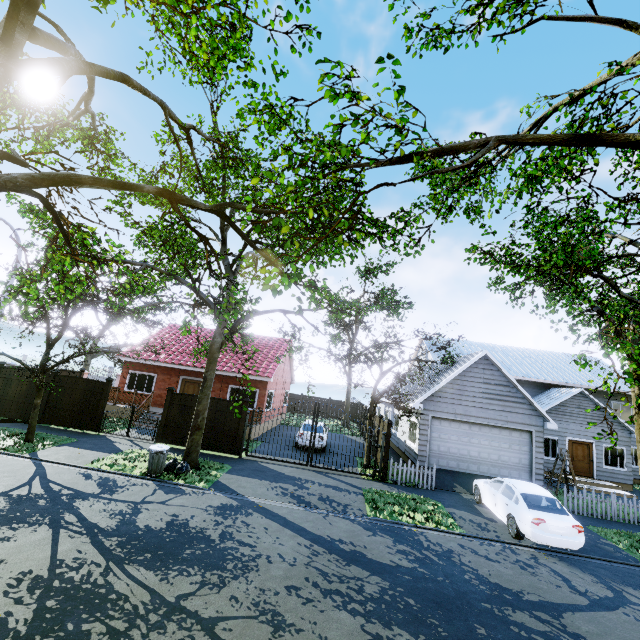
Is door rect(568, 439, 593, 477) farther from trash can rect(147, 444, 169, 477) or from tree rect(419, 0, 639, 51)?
trash can rect(147, 444, 169, 477)

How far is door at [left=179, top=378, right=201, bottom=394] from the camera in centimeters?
2111cm

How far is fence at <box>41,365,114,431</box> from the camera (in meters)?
15.50

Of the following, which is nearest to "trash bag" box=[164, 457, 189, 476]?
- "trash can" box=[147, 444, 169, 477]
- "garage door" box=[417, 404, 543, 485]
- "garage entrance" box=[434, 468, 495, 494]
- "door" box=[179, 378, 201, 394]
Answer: "trash can" box=[147, 444, 169, 477]

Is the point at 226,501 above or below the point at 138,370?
below

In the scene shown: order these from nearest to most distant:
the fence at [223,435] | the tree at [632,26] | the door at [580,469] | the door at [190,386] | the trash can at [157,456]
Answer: the tree at [632,26], the trash can at [157,456], the fence at [223,435], the door at [580,469], the door at [190,386]

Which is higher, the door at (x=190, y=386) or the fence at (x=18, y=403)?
the door at (x=190, y=386)

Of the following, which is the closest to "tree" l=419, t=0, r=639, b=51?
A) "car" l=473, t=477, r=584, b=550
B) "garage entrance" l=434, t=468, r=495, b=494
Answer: "garage entrance" l=434, t=468, r=495, b=494
